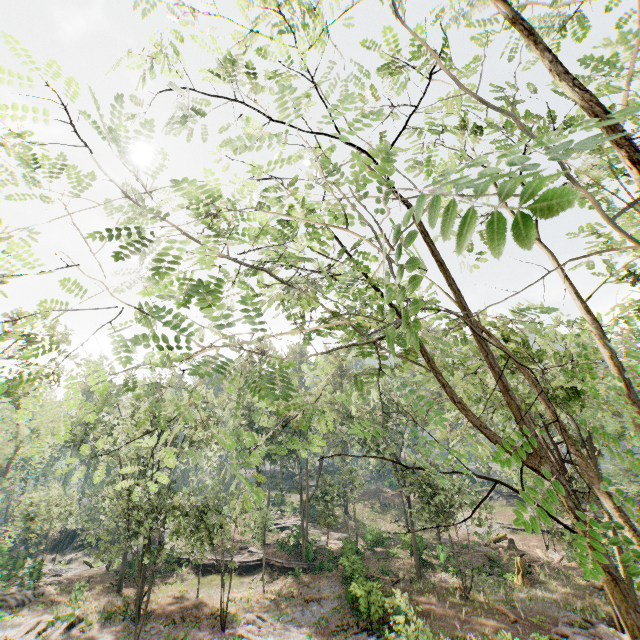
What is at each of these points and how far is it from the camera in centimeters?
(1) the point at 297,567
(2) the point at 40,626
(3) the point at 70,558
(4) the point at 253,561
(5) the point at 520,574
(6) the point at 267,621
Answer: (1) ground embankment, 3206cm
(2) foliage, 2336cm
(3) rock, 4056cm
(4) ground embankment, 3381cm
(5) stump, 2648cm
(6) foliage, 2362cm

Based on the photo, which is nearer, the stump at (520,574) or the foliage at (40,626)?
the foliage at (40,626)

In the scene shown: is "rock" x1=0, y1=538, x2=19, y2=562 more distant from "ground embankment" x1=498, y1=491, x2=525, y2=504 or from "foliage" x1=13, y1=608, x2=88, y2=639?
"ground embankment" x1=498, y1=491, x2=525, y2=504

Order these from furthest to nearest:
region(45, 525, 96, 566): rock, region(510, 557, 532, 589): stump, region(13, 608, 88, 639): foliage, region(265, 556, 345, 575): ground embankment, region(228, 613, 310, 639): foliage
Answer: region(45, 525, 96, 566): rock → region(265, 556, 345, 575): ground embankment → region(510, 557, 532, 589): stump → region(13, 608, 88, 639): foliage → region(228, 613, 310, 639): foliage

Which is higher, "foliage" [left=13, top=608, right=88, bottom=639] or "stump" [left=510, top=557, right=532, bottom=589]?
"stump" [left=510, top=557, right=532, bottom=589]

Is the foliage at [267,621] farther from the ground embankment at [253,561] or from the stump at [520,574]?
the stump at [520,574]

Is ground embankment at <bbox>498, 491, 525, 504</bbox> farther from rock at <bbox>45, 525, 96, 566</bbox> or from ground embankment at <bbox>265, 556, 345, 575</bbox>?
rock at <bbox>45, 525, 96, 566</bbox>

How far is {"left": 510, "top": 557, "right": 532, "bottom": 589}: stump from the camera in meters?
25.7 m
